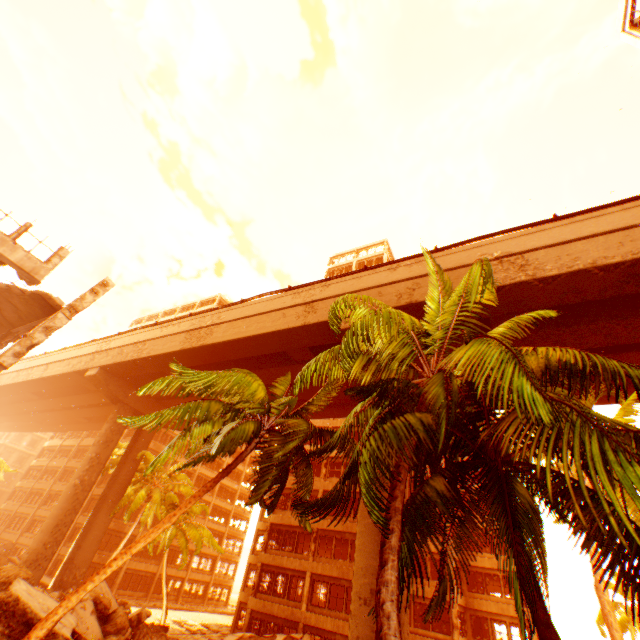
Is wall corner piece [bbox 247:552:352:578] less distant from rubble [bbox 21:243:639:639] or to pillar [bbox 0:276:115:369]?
rubble [bbox 21:243:639:639]

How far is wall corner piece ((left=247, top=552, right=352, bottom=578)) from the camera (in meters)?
24.48

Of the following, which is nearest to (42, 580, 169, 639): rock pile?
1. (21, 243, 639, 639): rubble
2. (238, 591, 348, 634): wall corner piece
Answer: (21, 243, 639, 639): rubble

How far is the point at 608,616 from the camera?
11.59m

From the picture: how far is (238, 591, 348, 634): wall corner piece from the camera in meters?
22.6 m

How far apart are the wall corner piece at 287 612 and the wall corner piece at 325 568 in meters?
2.1

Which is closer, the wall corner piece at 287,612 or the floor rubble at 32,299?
the floor rubble at 32,299

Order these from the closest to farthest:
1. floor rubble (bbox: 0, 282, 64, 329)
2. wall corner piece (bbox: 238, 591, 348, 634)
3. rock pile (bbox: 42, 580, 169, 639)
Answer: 1. rock pile (bbox: 42, 580, 169, 639)
2. floor rubble (bbox: 0, 282, 64, 329)
3. wall corner piece (bbox: 238, 591, 348, 634)
